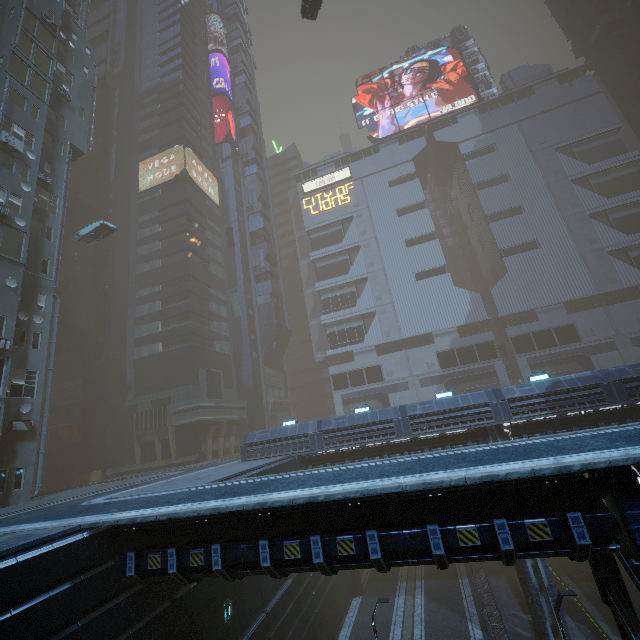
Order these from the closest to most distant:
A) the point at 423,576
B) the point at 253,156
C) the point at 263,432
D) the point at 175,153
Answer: the point at 263,432
the point at 423,576
the point at 175,153
the point at 253,156

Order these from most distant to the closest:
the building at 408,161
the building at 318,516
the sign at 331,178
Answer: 1. the sign at 331,178
2. the building at 408,161
3. the building at 318,516

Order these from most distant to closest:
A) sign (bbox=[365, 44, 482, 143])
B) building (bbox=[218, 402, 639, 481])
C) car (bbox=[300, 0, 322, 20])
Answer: sign (bbox=[365, 44, 482, 143]) < car (bbox=[300, 0, 322, 20]) < building (bbox=[218, 402, 639, 481])

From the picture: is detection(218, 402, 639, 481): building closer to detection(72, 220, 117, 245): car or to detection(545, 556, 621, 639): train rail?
detection(545, 556, 621, 639): train rail

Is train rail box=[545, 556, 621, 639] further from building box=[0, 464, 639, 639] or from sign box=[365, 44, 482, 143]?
sign box=[365, 44, 482, 143]

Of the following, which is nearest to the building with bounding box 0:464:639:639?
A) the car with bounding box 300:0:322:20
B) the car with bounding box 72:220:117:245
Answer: the car with bounding box 72:220:117:245

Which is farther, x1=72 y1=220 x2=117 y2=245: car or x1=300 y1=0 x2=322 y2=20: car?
x1=72 y1=220 x2=117 y2=245: car

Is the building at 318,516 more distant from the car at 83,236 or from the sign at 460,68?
the car at 83,236
